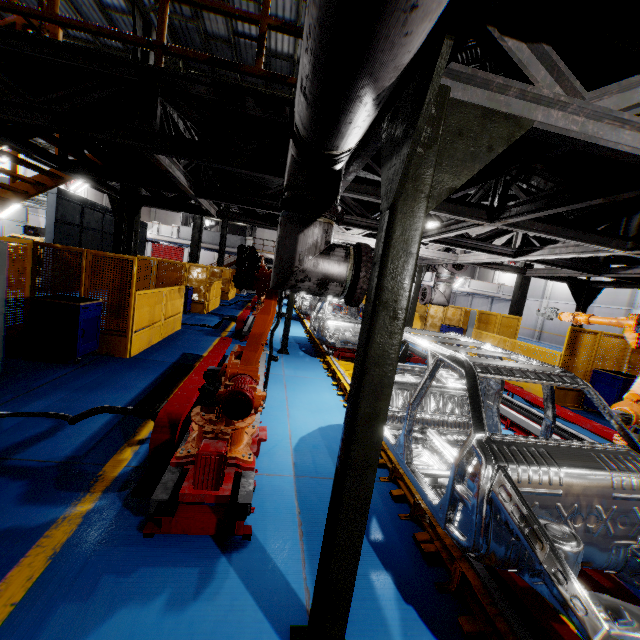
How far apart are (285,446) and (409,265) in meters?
3.7 m

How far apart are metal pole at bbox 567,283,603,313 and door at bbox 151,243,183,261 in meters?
40.3 m

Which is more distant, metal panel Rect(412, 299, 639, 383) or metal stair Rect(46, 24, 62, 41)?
metal panel Rect(412, 299, 639, 383)

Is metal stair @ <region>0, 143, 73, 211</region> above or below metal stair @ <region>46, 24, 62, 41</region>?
below

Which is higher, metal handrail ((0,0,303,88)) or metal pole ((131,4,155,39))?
metal pole ((131,4,155,39))

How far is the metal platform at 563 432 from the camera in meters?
5.6

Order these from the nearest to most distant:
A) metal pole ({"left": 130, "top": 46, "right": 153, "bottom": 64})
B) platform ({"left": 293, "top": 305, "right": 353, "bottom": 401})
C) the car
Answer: platform ({"left": 293, "top": 305, "right": 353, "bottom": 401})
metal pole ({"left": 130, "top": 46, "right": 153, "bottom": 64})
the car

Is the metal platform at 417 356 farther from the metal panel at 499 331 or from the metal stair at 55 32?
the metal stair at 55 32
